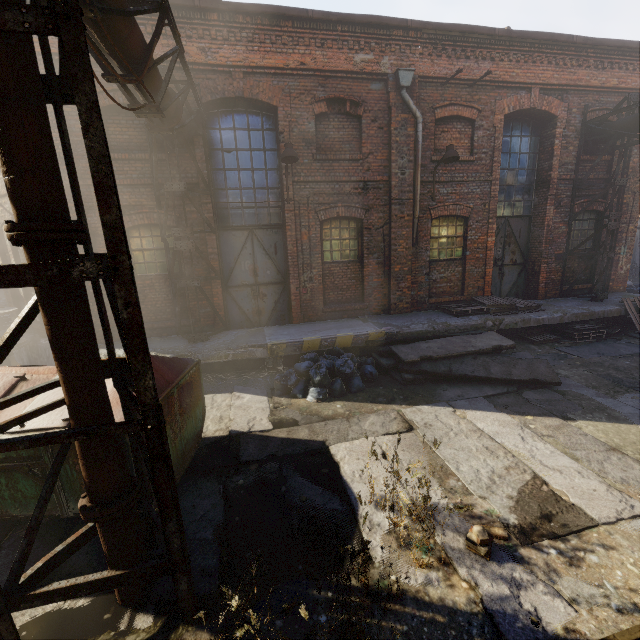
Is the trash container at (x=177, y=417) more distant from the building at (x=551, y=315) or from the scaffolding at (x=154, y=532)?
the building at (x=551, y=315)

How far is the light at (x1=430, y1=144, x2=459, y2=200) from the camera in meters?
8.2 m

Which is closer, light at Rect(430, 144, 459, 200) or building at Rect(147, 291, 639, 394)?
building at Rect(147, 291, 639, 394)

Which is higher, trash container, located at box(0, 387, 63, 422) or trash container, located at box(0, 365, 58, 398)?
trash container, located at box(0, 365, 58, 398)

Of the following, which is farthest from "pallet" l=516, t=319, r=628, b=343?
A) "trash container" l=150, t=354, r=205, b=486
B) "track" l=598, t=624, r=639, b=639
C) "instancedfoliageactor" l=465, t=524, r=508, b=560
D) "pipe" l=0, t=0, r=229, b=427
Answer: "trash container" l=150, t=354, r=205, b=486

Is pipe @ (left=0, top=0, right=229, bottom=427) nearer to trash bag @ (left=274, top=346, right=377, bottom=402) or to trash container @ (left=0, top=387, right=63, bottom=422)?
trash container @ (left=0, top=387, right=63, bottom=422)

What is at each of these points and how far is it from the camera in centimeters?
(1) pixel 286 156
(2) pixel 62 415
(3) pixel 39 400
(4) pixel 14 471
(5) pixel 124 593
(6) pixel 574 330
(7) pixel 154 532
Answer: (1) light, 776cm
(2) trash container, 358cm
(3) trash container, 385cm
(4) trash container, 350cm
(5) pipe, 301cm
(6) pallet, 954cm
(7) scaffolding, 343cm

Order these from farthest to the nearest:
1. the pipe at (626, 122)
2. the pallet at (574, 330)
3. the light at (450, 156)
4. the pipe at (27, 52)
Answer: the pallet at (574, 330)
the pipe at (626, 122)
the light at (450, 156)
the pipe at (27, 52)
